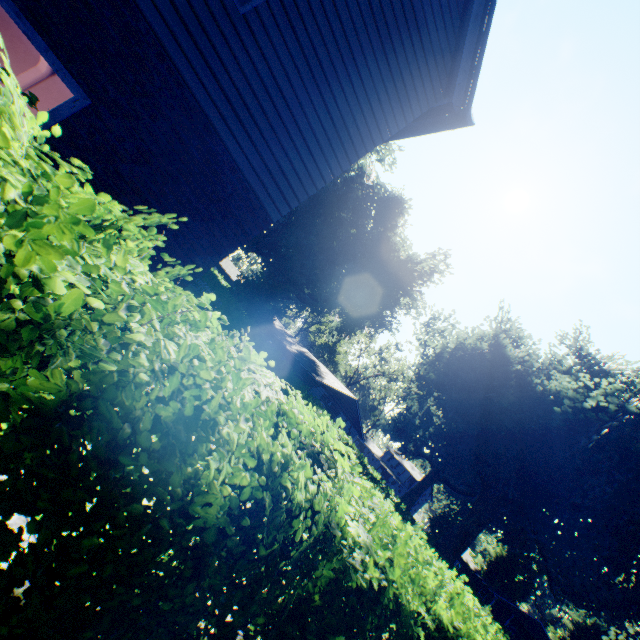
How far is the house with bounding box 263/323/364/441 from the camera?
33.7 meters

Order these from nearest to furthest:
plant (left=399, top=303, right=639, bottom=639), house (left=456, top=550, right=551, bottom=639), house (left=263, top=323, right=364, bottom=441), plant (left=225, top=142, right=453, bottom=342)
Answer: plant (left=399, top=303, right=639, bottom=639)
house (left=263, top=323, right=364, bottom=441)
plant (left=225, top=142, right=453, bottom=342)
house (left=456, top=550, right=551, bottom=639)

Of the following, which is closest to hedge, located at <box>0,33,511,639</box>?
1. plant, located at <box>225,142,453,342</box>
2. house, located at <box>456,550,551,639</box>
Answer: plant, located at <box>225,142,453,342</box>

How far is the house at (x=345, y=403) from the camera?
33.7m

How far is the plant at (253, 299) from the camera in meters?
35.8 m

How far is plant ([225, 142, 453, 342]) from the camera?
35.8 meters

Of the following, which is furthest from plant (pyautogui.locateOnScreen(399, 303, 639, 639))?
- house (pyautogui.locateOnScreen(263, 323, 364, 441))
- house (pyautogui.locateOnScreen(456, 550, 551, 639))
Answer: house (pyautogui.locateOnScreen(263, 323, 364, 441))

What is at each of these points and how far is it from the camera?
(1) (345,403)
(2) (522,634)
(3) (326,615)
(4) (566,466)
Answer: (1) house, 35.8 meters
(2) house, 47.1 meters
(3) hedge, 2.4 meters
(4) plant, 22.7 meters
